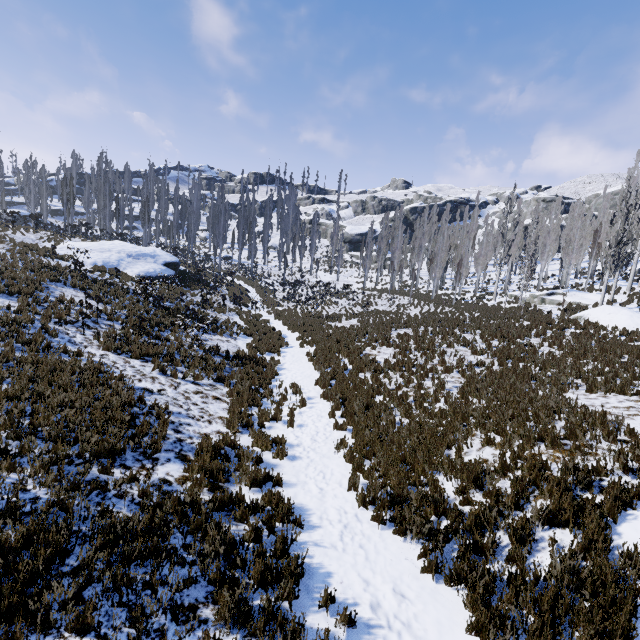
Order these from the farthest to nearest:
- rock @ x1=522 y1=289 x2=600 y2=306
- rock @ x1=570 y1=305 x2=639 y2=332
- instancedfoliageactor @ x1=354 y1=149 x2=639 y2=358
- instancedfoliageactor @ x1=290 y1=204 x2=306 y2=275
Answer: instancedfoliageactor @ x1=290 y1=204 x2=306 y2=275 < rock @ x1=522 y1=289 x2=600 y2=306 < instancedfoliageactor @ x1=354 y1=149 x2=639 y2=358 < rock @ x1=570 y1=305 x2=639 y2=332

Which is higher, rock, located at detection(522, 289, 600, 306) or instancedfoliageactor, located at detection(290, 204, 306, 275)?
instancedfoliageactor, located at detection(290, 204, 306, 275)

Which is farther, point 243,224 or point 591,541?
point 243,224

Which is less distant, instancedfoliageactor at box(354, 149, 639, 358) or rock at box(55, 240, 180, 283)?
instancedfoliageactor at box(354, 149, 639, 358)

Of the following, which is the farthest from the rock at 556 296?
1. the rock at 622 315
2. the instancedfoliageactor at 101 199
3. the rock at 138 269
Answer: the rock at 138 269

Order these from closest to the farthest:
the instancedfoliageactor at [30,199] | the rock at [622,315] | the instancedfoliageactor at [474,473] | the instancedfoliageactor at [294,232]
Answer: the instancedfoliageactor at [474,473] < the rock at [622,315] < the instancedfoliageactor at [30,199] < the instancedfoliageactor at [294,232]

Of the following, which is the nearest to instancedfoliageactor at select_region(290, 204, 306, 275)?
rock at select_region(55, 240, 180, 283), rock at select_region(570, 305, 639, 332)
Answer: rock at select_region(570, 305, 639, 332)

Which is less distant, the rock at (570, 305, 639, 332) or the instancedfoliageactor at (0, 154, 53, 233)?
the rock at (570, 305, 639, 332)
